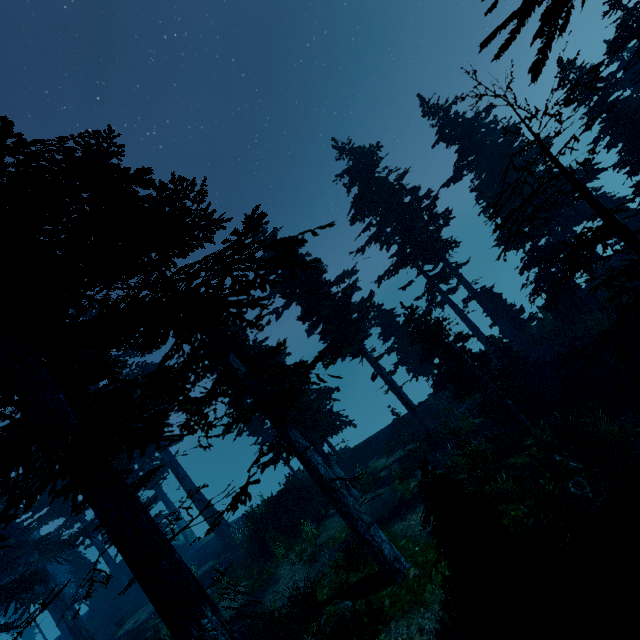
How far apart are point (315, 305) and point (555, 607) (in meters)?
15.61

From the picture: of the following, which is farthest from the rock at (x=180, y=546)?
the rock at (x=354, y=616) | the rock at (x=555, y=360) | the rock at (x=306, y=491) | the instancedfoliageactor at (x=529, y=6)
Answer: the rock at (x=555, y=360)

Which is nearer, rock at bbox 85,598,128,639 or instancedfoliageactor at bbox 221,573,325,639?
instancedfoliageactor at bbox 221,573,325,639

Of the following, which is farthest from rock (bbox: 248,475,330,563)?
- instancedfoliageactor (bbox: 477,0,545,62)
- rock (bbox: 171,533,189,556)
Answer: rock (bbox: 171,533,189,556)

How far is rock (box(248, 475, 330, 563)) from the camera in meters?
18.4

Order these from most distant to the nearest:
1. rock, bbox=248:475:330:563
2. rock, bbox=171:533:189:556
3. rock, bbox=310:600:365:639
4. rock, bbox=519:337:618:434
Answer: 1. rock, bbox=171:533:189:556
2. rock, bbox=248:475:330:563
3. rock, bbox=519:337:618:434
4. rock, bbox=310:600:365:639

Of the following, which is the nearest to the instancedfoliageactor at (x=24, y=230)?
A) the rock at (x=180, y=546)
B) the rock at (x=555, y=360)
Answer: the rock at (x=180, y=546)
